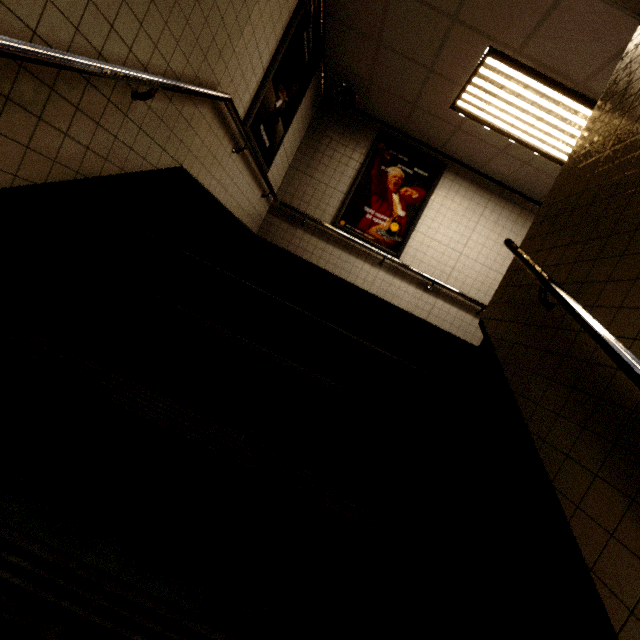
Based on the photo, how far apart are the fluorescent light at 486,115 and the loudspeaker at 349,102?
1.5 meters

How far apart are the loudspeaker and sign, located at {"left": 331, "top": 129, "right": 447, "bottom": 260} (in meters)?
0.65

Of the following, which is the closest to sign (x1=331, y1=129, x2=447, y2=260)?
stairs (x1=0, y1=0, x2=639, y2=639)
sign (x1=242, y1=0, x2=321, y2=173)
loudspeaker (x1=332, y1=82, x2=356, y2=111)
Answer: loudspeaker (x1=332, y1=82, x2=356, y2=111)

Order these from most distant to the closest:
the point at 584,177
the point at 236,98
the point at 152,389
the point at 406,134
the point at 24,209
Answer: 1. the point at 406,134
2. the point at 236,98
3. the point at 584,177
4. the point at 24,209
5. the point at 152,389

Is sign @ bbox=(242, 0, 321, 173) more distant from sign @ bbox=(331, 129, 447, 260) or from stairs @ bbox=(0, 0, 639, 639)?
sign @ bbox=(331, 129, 447, 260)

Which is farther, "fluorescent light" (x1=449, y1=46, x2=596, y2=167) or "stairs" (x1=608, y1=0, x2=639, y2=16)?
"fluorescent light" (x1=449, y1=46, x2=596, y2=167)

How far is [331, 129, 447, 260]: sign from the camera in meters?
5.4

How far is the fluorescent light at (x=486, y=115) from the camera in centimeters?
334cm
